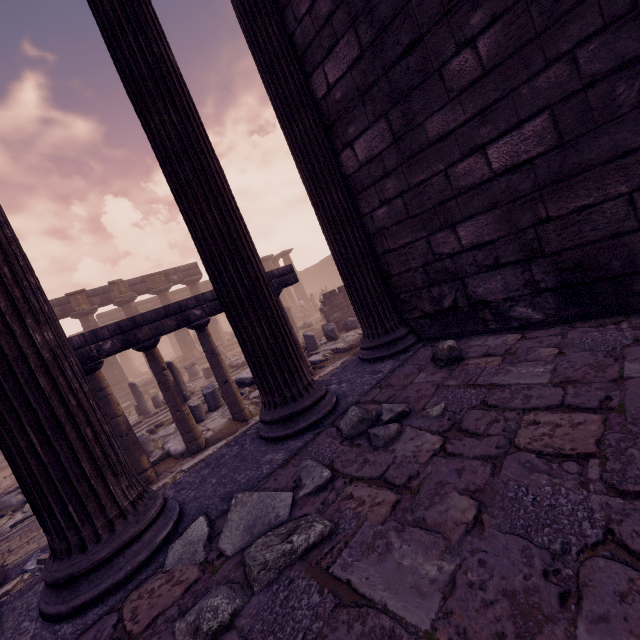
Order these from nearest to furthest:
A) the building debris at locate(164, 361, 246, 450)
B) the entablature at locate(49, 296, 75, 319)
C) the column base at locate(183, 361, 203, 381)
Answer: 1. the building debris at locate(164, 361, 246, 450)
2. the column base at locate(183, 361, 203, 381)
3. the entablature at locate(49, 296, 75, 319)

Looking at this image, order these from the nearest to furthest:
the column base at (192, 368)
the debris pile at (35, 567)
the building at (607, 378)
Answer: the building at (607, 378), the debris pile at (35, 567), the column base at (192, 368)

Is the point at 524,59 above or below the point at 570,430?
above

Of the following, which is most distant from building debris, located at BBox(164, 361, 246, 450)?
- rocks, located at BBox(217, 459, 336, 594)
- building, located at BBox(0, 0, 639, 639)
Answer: rocks, located at BBox(217, 459, 336, 594)

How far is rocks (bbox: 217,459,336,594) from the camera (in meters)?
1.29

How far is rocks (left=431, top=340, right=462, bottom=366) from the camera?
2.56m

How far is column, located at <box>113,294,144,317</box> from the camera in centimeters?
2020cm

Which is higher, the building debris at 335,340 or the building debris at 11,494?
the building debris at 335,340
